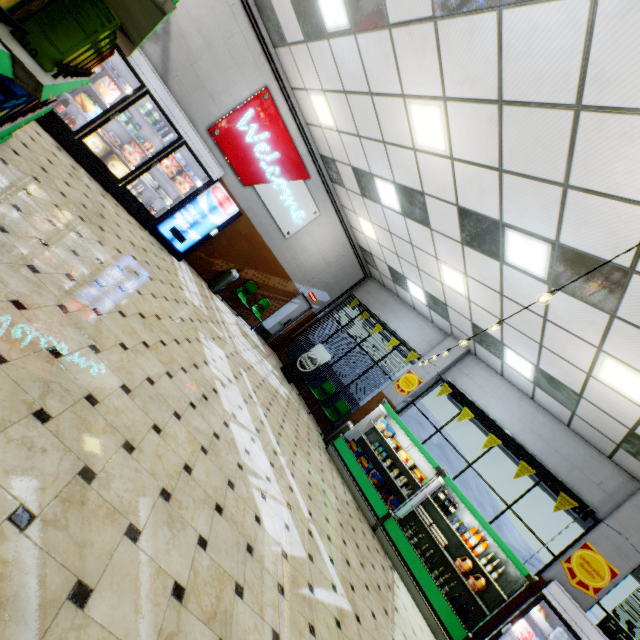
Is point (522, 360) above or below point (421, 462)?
above

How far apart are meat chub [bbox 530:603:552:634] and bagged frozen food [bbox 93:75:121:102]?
12.0 meters

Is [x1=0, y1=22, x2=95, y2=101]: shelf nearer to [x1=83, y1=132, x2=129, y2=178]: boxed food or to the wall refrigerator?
[x1=83, y1=132, x2=129, y2=178]: boxed food

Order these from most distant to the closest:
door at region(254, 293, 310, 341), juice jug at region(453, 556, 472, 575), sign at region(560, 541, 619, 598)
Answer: door at region(254, 293, 310, 341) < juice jug at region(453, 556, 472, 575) < sign at region(560, 541, 619, 598)

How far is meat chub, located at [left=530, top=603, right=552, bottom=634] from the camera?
5.3m

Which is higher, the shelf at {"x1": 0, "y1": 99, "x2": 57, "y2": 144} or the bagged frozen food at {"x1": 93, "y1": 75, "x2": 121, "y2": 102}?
the bagged frozen food at {"x1": 93, "y1": 75, "x2": 121, "y2": 102}

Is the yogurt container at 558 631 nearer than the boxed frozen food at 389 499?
Yes

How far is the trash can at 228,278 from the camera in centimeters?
966cm
